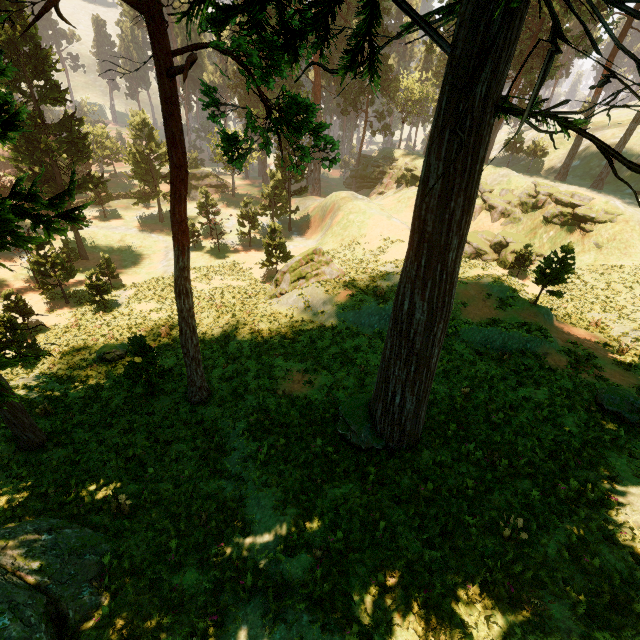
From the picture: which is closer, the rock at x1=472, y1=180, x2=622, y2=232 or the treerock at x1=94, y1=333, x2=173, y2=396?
the treerock at x1=94, y1=333, x2=173, y2=396

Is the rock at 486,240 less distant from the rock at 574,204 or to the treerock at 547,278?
the rock at 574,204

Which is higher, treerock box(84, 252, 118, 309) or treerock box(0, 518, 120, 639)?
treerock box(0, 518, 120, 639)

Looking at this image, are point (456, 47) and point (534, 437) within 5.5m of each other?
no

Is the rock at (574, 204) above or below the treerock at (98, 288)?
above

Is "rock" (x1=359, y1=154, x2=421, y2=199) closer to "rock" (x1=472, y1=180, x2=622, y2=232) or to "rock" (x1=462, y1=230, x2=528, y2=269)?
"rock" (x1=472, y1=180, x2=622, y2=232)

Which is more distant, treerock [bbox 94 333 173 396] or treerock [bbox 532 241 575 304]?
treerock [bbox 532 241 575 304]
